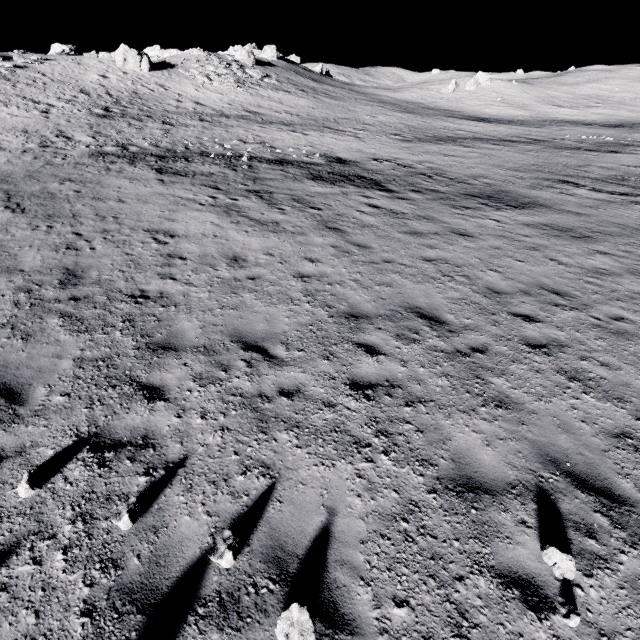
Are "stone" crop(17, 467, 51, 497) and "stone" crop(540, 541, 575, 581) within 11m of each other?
yes

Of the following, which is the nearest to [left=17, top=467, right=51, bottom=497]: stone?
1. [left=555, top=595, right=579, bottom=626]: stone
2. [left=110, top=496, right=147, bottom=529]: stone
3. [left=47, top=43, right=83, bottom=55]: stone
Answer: [left=110, top=496, right=147, bottom=529]: stone

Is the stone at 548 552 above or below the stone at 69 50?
below

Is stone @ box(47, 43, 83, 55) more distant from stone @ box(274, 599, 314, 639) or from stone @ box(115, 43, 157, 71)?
stone @ box(274, 599, 314, 639)

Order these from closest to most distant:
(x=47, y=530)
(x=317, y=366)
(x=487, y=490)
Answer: (x=47, y=530)
(x=487, y=490)
(x=317, y=366)

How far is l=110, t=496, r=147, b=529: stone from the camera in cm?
382

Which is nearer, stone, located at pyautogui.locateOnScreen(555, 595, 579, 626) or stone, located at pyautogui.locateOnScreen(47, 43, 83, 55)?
stone, located at pyautogui.locateOnScreen(555, 595, 579, 626)

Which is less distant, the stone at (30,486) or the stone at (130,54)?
the stone at (30,486)
